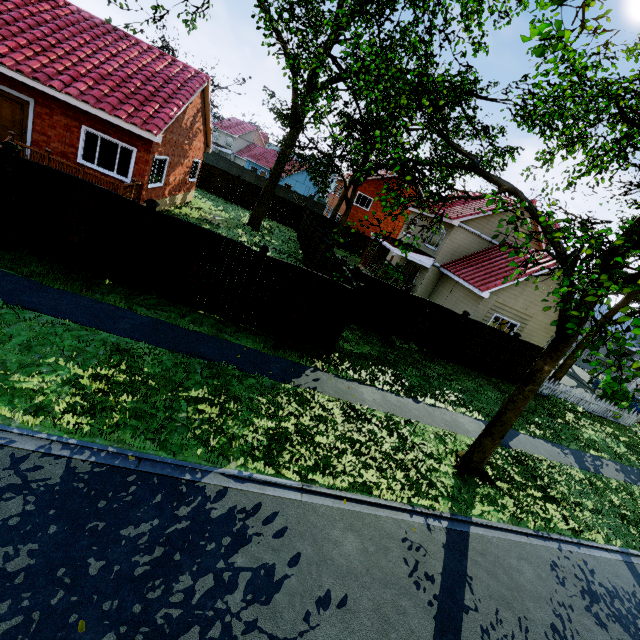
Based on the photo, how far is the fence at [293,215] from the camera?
30.1 meters

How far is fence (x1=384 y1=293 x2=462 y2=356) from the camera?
13.8 meters

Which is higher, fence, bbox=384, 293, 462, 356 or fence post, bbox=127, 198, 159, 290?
fence post, bbox=127, 198, 159, 290

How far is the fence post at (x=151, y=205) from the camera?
8.2m

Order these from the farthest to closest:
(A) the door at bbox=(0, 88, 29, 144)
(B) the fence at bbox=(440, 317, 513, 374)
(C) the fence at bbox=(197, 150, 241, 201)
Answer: (C) the fence at bbox=(197, 150, 241, 201) < (B) the fence at bbox=(440, 317, 513, 374) < (A) the door at bbox=(0, 88, 29, 144)

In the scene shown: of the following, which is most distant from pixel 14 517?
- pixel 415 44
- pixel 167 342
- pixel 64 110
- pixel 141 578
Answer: pixel 415 44

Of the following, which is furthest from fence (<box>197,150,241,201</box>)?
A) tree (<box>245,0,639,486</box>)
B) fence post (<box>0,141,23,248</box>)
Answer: tree (<box>245,0,639,486</box>)

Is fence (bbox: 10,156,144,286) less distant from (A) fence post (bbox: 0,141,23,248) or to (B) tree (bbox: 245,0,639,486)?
(A) fence post (bbox: 0,141,23,248)
